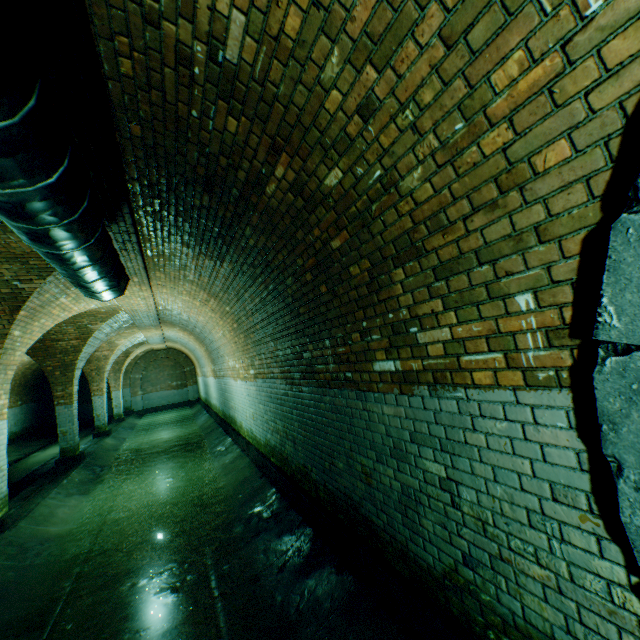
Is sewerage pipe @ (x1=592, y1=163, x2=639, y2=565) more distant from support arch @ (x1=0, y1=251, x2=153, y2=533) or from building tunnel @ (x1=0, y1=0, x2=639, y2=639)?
support arch @ (x1=0, y1=251, x2=153, y2=533)

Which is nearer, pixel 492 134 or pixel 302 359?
pixel 492 134

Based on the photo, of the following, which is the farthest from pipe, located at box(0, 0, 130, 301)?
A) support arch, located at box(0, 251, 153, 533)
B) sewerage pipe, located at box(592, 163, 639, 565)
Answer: support arch, located at box(0, 251, 153, 533)

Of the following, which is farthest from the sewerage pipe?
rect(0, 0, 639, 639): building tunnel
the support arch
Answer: the support arch

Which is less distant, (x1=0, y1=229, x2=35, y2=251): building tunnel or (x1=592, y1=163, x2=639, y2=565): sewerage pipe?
(x1=592, y1=163, x2=639, y2=565): sewerage pipe

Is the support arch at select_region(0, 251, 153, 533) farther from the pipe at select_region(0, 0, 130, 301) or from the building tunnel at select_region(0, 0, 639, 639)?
the pipe at select_region(0, 0, 130, 301)

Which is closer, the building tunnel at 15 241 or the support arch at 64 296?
the building tunnel at 15 241

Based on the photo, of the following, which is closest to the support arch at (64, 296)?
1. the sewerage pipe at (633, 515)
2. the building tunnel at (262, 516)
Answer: the building tunnel at (262, 516)
